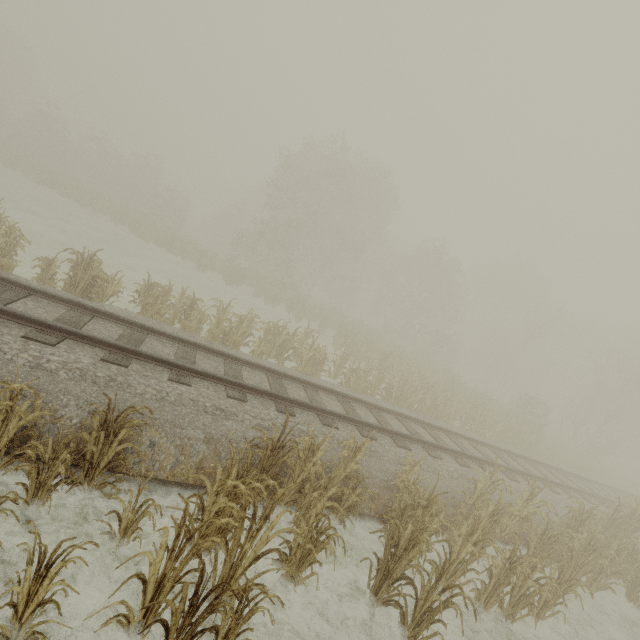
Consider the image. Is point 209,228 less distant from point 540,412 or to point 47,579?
point 540,412

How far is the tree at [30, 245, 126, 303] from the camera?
9.1 meters

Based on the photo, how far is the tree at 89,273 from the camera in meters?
9.1 m

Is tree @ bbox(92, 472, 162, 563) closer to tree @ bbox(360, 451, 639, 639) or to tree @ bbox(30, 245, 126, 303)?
tree @ bbox(360, 451, 639, 639)

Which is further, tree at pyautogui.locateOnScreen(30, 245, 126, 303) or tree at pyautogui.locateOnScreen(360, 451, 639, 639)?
tree at pyautogui.locateOnScreen(30, 245, 126, 303)

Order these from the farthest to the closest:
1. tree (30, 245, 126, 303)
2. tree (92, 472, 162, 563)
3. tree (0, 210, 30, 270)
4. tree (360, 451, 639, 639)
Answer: tree (30, 245, 126, 303)
tree (0, 210, 30, 270)
tree (360, 451, 639, 639)
tree (92, 472, 162, 563)

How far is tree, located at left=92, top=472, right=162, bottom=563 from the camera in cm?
385

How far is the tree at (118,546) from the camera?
3.9 meters
